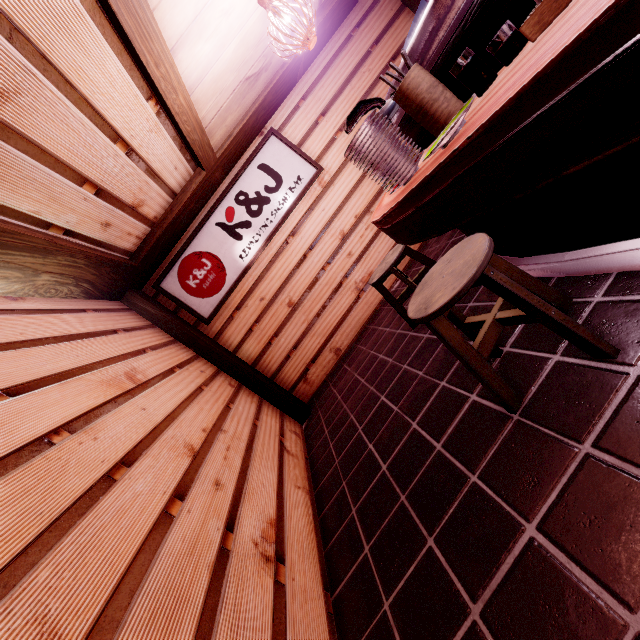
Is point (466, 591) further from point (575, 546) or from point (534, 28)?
point (534, 28)

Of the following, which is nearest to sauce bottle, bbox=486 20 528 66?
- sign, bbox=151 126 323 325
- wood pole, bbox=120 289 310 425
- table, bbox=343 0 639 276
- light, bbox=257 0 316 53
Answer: table, bbox=343 0 639 276

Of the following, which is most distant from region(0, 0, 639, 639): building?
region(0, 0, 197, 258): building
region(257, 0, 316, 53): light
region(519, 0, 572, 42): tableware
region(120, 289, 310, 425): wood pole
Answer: region(257, 0, 316, 53): light

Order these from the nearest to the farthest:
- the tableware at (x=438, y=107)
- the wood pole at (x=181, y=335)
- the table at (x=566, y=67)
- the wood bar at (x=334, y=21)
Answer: the table at (x=566, y=67) → the tableware at (x=438, y=107) → the wood bar at (x=334, y=21) → the wood pole at (x=181, y=335)

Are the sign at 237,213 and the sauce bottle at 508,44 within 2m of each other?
no

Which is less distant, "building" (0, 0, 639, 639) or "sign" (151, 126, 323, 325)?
"building" (0, 0, 639, 639)

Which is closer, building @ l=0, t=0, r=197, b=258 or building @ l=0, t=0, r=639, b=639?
building @ l=0, t=0, r=639, b=639

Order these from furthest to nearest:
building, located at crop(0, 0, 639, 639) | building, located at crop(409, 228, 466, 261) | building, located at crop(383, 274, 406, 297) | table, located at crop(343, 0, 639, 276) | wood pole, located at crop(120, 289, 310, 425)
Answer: building, located at crop(383, 274, 406, 297) < wood pole, located at crop(120, 289, 310, 425) < building, located at crop(409, 228, 466, 261) < building, located at crop(0, 0, 639, 639) < table, located at crop(343, 0, 639, 276)
